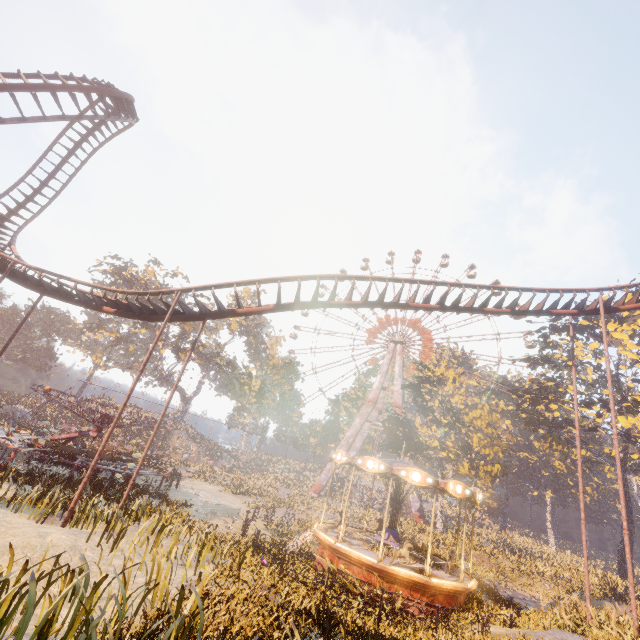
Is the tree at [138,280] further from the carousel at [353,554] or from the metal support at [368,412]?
the carousel at [353,554]

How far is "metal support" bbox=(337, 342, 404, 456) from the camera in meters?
50.4 m

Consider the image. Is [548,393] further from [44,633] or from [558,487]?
[44,633]

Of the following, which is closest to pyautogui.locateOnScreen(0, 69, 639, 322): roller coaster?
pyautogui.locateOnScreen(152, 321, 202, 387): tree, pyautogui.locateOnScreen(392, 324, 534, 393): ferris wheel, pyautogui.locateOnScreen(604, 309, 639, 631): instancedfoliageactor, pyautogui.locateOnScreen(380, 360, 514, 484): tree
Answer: pyautogui.locateOnScreen(604, 309, 639, 631): instancedfoliageactor

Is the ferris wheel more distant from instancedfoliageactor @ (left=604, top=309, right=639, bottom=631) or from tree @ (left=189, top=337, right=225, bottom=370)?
tree @ (left=189, top=337, right=225, bottom=370)

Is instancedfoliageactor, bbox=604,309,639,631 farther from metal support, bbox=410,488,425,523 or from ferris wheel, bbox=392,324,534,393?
metal support, bbox=410,488,425,523

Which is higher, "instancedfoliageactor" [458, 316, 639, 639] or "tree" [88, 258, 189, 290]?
"tree" [88, 258, 189, 290]

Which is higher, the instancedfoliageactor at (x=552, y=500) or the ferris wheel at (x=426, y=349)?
the ferris wheel at (x=426, y=349)
